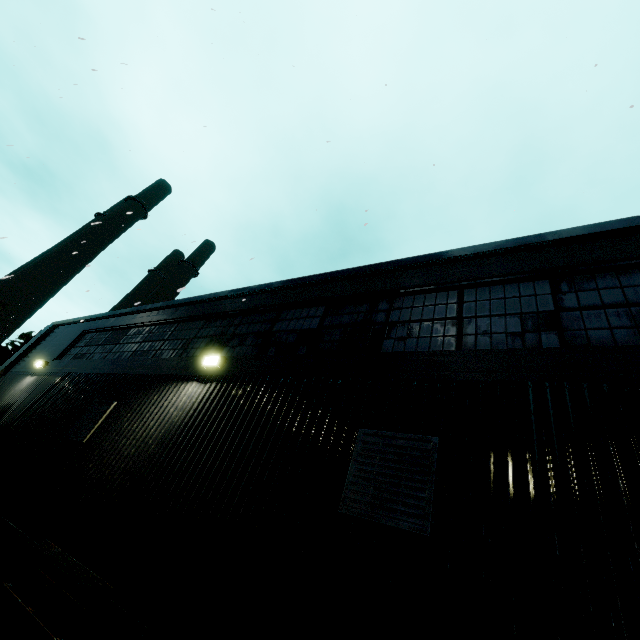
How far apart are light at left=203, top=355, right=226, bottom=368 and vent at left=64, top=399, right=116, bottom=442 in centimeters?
258cm

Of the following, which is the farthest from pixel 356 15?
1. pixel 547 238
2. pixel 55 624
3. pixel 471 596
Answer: pixel 55 624

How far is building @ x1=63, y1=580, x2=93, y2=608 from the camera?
4.2 meters

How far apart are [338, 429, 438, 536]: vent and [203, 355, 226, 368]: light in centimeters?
354cm

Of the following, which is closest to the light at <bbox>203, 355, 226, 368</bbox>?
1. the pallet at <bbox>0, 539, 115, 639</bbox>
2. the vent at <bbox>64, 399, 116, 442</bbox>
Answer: the vent at <bbox>64, 399, 116, 442</bbox>

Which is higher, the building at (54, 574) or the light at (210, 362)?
the light at (210, 362)

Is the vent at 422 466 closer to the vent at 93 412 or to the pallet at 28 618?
the pallet at 28 618
